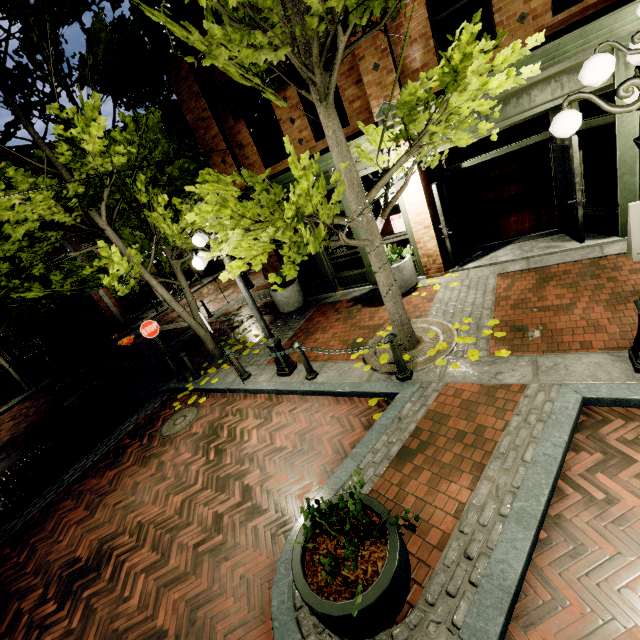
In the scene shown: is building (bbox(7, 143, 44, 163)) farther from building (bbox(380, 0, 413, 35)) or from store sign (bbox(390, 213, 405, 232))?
store sign (bbox(390, 213, 405, 232))

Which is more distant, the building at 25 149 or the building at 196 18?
the building at 25 149

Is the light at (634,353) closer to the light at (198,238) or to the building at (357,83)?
the building at (357,83)

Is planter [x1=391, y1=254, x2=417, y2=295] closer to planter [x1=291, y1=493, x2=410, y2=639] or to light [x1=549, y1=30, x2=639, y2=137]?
light [x1=549, y1=30, x2=639, y2=137]

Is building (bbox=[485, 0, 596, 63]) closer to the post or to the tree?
the tree

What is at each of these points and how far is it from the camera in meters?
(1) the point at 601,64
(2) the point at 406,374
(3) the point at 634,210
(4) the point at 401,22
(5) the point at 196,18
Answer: (1) light, 2.7
(2) post, 5.3
(3) store sign, 5.5
(4) building, 6.2
(5) building, 7.9

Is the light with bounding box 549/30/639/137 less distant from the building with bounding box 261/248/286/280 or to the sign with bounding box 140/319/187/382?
the building with bounding box 261/248/286/280

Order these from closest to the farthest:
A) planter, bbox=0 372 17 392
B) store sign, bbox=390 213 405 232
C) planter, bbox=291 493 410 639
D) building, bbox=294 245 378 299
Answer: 1. planter, bbox=291 493 410 639
2. store sign, bbox=390 213 405 232
3. building, bbox=294 245 378 299
4. planter, bbox=0 372 17 392
